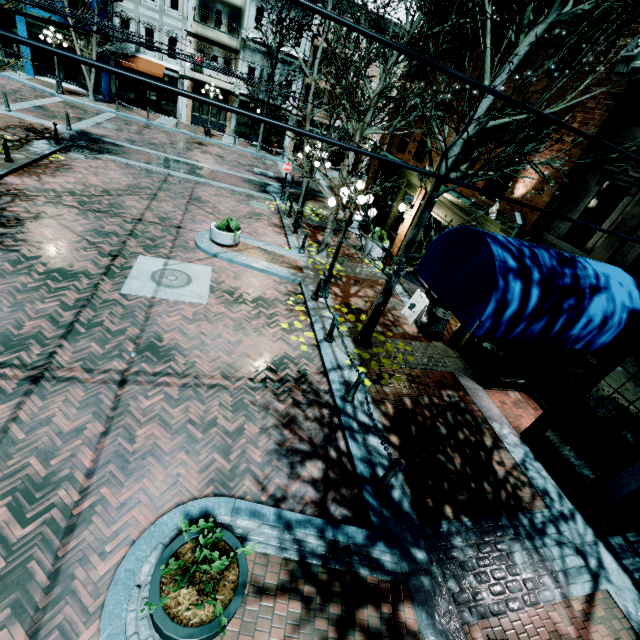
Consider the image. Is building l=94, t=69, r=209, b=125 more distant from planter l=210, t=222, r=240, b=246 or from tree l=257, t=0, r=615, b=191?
planter l=210, t=222, r=240, b=246

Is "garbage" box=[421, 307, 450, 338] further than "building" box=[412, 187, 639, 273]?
Yes

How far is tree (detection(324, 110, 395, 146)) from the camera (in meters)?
9.98

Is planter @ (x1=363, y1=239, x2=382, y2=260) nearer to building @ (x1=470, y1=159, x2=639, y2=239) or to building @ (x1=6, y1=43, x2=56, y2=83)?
building @ (x1=470, y1=159, x2=639, y2=239)

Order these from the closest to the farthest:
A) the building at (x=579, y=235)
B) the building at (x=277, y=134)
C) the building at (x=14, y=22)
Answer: the building at (x=579, y=235) → the building at (x=14, y=22) → the building at (x=277, y=134)

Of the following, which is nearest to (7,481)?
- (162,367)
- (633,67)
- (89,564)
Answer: (89,564)

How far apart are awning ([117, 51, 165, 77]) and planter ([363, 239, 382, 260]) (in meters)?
22.89

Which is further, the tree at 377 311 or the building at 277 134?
the building at 277 134
